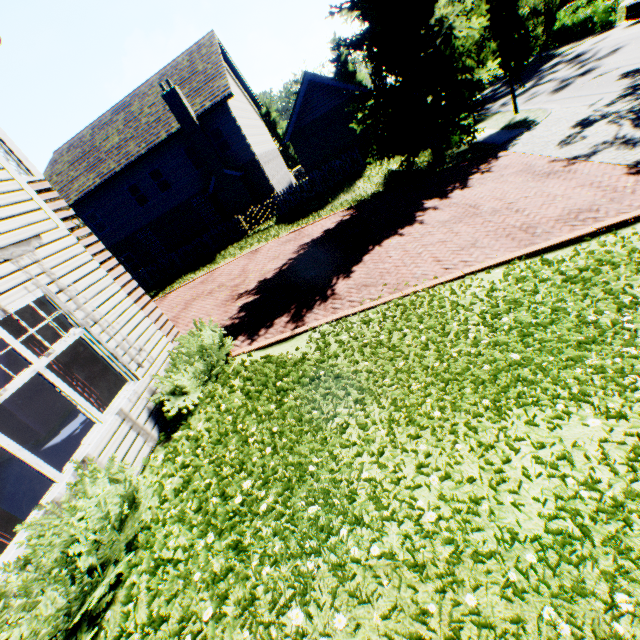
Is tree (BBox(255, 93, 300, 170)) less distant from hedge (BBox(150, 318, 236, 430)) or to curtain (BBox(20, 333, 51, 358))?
hedge (BBox(150, 318, 236, 430))

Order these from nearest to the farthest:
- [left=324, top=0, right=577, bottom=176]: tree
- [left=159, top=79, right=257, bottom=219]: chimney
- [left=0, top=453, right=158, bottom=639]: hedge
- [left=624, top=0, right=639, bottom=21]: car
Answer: [left=0, top=453, right=158, bottom=639]: hedge
[left=324, top=0, right=577, bottom=176]: tree
[left=159, top=79, right=257, bottom=219]: chimney
[left=624, top=0, right=639, bottom=21]: car

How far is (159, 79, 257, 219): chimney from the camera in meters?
18.9

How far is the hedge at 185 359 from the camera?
5.5 meters

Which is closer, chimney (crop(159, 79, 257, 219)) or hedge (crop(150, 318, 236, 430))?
hedge (crop(150, 318, 236, 430))

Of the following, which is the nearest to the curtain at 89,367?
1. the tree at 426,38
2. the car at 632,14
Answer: the tree at 426,38

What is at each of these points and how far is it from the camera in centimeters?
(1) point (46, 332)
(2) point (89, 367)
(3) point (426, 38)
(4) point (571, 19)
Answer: (1) curtain, 482cm
(2) curtain, 527cm
(3) tree, 1345cm
(4) hedge, 2700cm

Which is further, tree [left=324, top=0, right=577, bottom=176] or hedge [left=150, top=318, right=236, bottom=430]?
tree [left=324, top=0, right=577, bottom=176]
